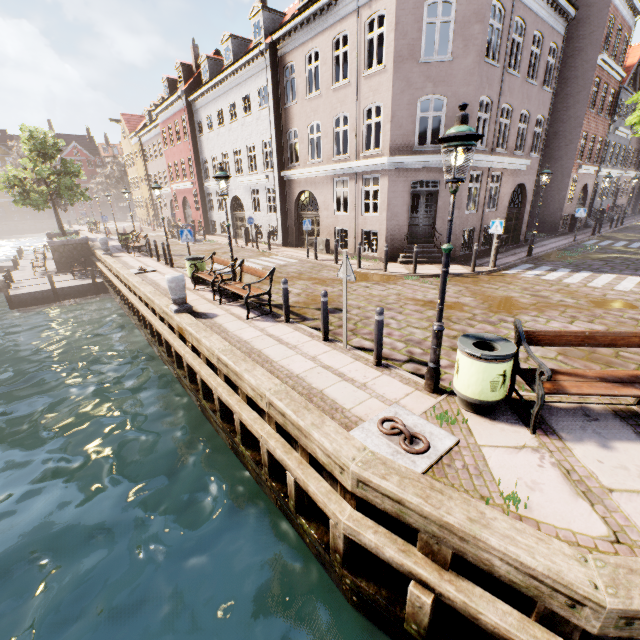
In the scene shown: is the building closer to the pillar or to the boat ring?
the pillar

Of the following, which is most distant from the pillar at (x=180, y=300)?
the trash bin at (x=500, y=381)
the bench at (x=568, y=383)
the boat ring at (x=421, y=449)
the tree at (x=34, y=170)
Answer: the tree at (x=34, y=170)

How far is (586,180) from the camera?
23.97m

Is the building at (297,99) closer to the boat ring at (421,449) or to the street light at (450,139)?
the street light at (450,139)

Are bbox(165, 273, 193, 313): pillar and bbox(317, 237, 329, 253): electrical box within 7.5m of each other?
no

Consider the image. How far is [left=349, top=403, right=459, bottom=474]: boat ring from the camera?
3.7m

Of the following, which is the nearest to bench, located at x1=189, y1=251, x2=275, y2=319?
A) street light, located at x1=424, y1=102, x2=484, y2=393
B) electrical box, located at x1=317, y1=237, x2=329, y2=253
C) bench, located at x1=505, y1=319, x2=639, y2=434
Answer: street light, located at x1=424, y1=102, x2=484, y2=393

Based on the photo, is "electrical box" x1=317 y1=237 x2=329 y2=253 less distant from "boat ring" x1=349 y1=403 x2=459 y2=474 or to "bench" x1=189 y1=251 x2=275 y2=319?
"bench" x1=189 y1=251 x2=275 y2=319
